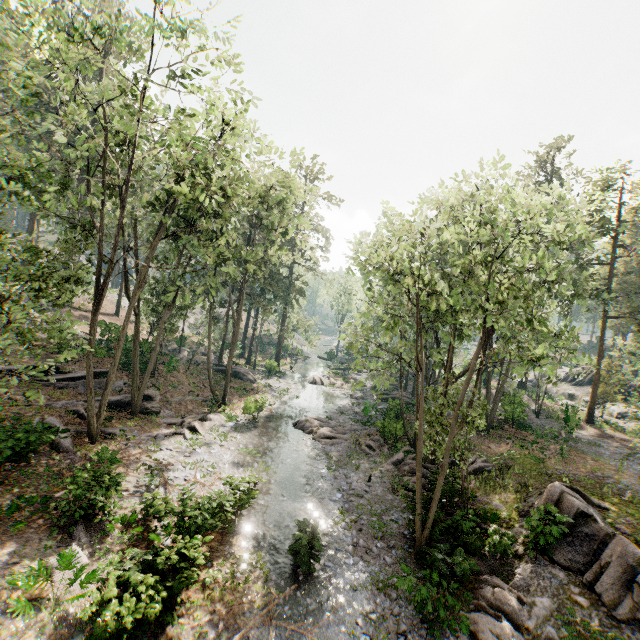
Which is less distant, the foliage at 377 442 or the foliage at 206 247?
the foliage at 206 247

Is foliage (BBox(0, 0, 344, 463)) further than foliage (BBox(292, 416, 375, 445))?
No

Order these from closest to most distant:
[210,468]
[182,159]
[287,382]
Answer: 1. [182,159]
2. [210,468]
3. [287,382]

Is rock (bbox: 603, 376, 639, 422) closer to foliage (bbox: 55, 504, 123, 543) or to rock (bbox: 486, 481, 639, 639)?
foliage (bbox: 55, 504, 123, 543)

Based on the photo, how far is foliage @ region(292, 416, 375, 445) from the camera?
24.6 meters

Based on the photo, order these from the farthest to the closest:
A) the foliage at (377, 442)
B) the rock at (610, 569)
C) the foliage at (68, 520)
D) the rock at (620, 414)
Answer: the rock at (620, 414), the foliage at (377, 442), the foliage at (68, 520), the rock at (610, 569)

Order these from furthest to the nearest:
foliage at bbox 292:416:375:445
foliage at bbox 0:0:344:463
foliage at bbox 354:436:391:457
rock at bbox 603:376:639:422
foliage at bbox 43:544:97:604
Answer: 1. rock at bbox 603:376:639:422
2. foliage at bbox 292:416:375:445
3. foliage at bbox 354:436:391:457
4. foliage at bbox 0:0:344:463
5. foliage at bbox 43:544:97:604
